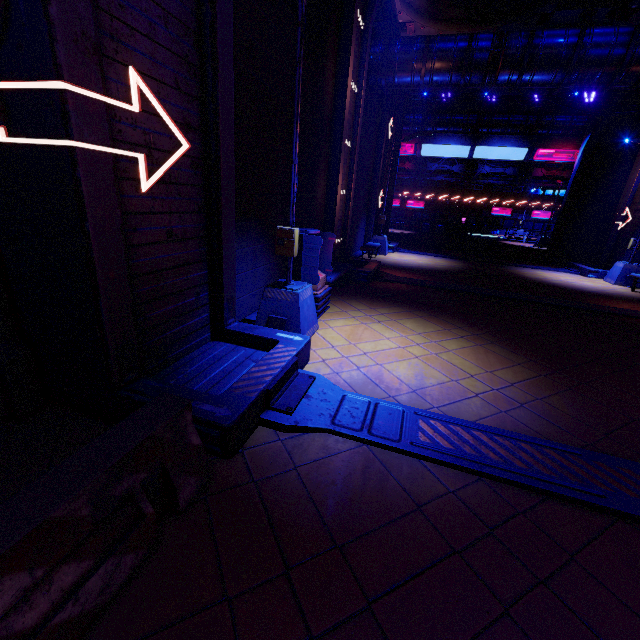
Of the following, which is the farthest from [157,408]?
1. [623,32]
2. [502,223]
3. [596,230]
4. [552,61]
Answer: [502,223]

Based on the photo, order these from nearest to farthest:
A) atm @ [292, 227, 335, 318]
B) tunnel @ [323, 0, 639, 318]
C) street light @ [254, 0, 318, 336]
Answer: street light @ [254, 0, 318, 336] → atm @ [292, 227, 335, 318] → tunnel @ [323, 0, 639, 318]

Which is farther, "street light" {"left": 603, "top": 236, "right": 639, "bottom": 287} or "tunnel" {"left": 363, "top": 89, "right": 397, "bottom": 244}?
"tunnel" {"left": 363, "top": 89, "right": 397, "bottom": 244}

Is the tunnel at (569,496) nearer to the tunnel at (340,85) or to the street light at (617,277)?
the tunnel at (340,85)

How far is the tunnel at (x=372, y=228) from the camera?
16.9m

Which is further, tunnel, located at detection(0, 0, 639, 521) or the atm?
the atm

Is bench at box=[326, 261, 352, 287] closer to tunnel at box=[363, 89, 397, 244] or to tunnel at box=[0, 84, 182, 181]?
tunnel at box=[0, 84, 182, 181]

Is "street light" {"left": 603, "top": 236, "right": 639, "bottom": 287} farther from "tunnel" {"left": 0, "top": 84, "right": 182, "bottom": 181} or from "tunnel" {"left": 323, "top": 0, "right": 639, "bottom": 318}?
"tunnel" {"left": 0, "top": 84, "right": 182, "bottom": 181}
